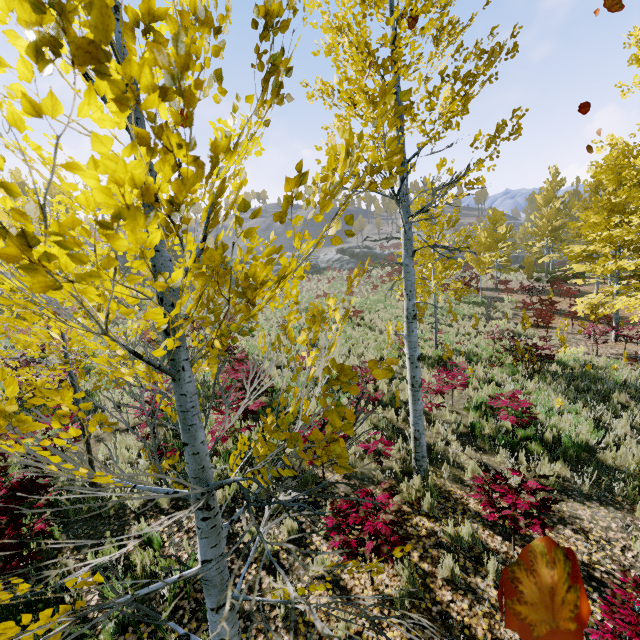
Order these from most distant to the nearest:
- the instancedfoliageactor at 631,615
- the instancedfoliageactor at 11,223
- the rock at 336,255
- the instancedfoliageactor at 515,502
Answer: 1. the rock at 336,255
2. the instancedfoliageactor at 515,502
3. the instancedfoliageactor at 631,615
4. the instancedfoliageactor at 11,223

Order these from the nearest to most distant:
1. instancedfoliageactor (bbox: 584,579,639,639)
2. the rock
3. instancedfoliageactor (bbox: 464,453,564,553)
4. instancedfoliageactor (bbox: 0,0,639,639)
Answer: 1. instancedfoliageactor (bbox: 0,0,639,639)
2. instancedfoliageactor (bbox: 584,579,639,639)
3. instancedfoliageactor (bbox: 464,453,564,553)
4. the rock

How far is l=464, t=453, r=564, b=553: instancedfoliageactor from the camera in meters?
4.1

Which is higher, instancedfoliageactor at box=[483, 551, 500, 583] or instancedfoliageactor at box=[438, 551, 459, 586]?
instancedfoliageactor at box=[438, 551, 459, 586]

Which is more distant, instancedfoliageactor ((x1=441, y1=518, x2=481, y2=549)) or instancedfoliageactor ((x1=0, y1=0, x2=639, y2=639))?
instancedfoliageactor ((x1=441, y1=518, x2=481, y2=549))

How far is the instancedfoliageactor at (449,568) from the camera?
4.1 meters

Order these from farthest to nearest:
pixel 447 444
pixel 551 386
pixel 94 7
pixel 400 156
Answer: pixel 551 386 → pixel 447 444 → pixel 400 156 → pixel 94 7
